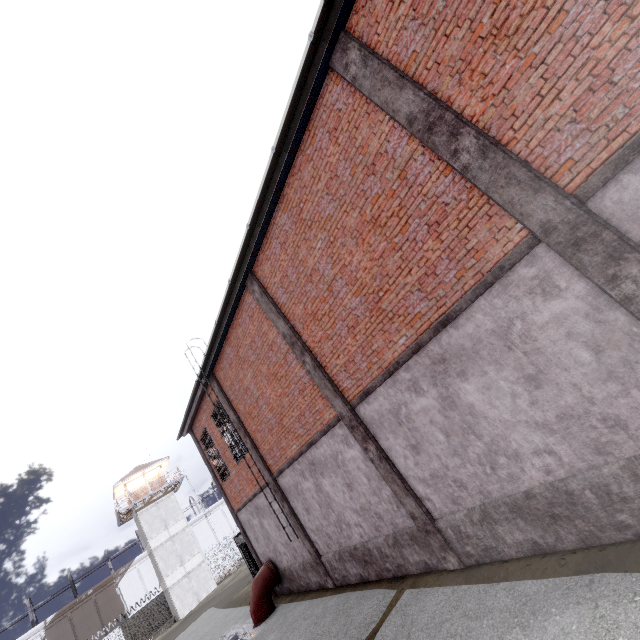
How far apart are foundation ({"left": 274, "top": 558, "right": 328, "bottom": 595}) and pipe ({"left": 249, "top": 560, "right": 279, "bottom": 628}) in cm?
5

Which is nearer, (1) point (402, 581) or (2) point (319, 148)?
(2) point (319, 148)

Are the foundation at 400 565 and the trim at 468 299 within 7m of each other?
yes

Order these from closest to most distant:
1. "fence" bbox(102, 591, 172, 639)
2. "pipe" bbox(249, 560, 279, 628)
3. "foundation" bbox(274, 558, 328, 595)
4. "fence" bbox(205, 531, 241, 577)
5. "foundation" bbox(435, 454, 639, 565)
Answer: "foundation" bbox(435, 454, 639, 565)
"foundation" bbox(274, 558, 328, 595)
"pipe" bbox(249, 560, 279, 628)
"fence" bbox(102, 591, 172, 639)
"fence" bbox(205, 531, 241, 577)

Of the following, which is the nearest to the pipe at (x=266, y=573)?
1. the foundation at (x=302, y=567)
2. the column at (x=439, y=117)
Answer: the foundation at (x=302, y=567)

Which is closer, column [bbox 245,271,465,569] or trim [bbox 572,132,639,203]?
trim [bbox 572,132,639,203]

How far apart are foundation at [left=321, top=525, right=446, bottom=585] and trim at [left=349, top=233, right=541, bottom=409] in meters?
2.9

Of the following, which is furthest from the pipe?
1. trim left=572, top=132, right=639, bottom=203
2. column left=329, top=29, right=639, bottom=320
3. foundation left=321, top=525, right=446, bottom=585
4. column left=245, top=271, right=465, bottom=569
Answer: trim left=572, top=132, right=639, bottom=203
